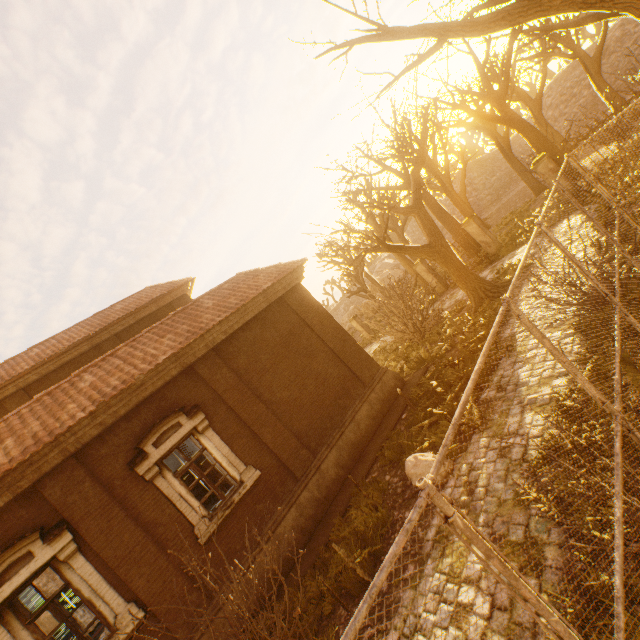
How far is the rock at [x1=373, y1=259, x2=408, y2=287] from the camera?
45.6 meters

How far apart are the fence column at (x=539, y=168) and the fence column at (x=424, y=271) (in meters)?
7.25

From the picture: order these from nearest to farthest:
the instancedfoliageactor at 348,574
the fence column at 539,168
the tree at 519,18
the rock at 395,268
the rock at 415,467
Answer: the instancedfoliageactor at 348,574, the rock at 415,467, the tree at 519,18, the fence column at 539,168, the rock at 395,268

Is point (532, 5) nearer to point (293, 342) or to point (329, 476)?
point (293, 342)

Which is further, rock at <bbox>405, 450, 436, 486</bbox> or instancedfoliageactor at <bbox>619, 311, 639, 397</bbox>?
rock at <bbox>405, 450, 436, 486</bbox>

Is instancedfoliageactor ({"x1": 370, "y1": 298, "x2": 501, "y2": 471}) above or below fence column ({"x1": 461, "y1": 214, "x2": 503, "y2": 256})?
below

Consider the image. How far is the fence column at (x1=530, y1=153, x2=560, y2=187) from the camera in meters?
14.1

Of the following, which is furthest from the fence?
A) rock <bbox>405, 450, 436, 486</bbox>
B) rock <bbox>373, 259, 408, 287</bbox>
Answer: rock <bbox>373, 259, 408, 287</bbox>
